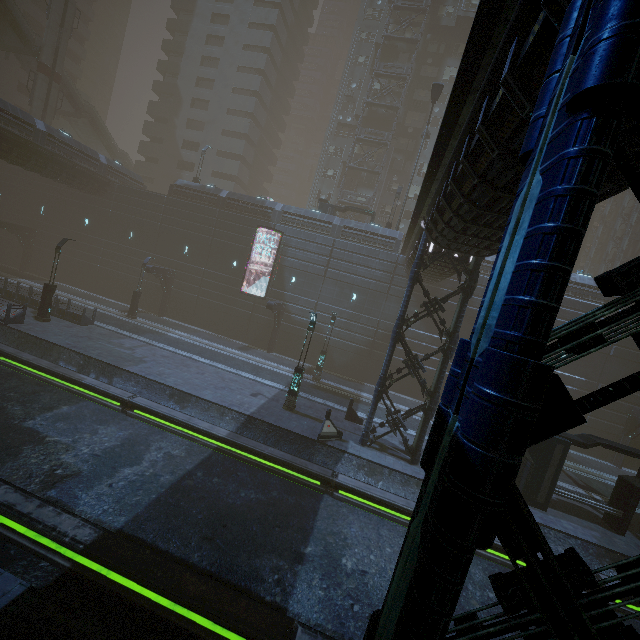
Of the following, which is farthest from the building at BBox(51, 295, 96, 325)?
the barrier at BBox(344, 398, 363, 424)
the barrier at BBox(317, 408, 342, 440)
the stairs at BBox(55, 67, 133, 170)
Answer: the barrier at BBox(344, 398, 363, 424)

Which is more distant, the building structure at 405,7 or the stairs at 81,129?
the stairs at 81,129

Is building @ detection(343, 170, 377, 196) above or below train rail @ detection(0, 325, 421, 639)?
above

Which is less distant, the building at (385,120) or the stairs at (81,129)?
the stairs at (81,129)

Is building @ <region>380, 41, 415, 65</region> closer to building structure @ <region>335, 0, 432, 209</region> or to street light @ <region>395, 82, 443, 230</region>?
building structure @ <region>335, 0, 432, 209</region>

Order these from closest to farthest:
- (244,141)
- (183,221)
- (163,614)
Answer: (163,614), (183,221), (244,141)

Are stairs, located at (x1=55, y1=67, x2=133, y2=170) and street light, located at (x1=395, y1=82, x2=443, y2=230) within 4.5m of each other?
no

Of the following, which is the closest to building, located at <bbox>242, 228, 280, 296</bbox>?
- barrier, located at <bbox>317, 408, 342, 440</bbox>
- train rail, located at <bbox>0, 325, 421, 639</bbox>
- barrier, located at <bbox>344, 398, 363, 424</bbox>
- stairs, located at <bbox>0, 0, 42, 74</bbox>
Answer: train rail, located at <bbox>0, 325, 421, 639</bbox>
